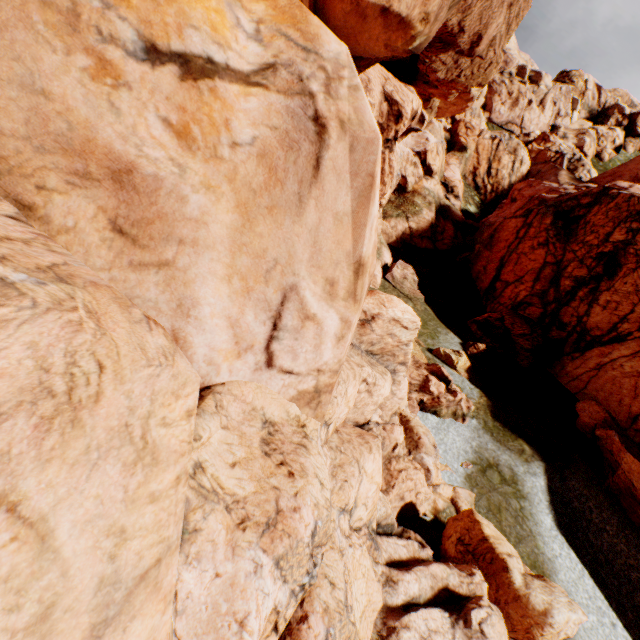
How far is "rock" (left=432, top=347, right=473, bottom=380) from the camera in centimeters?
1967cm

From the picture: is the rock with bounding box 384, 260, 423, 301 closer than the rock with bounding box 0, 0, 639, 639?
No

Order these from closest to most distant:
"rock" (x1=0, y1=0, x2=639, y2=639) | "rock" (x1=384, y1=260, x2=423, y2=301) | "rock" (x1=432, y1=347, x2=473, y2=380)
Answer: "rock" (x1=0, y1=0, x2=639, y2=639)
"rock" (x1=432, y1=347, x2=473, y2=380)
"rock" (x1=384, y1=260, x2=423, y2=301)

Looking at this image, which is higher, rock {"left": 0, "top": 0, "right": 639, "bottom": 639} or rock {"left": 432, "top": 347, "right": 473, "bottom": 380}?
rock {"left": 0, "top": 0, "right": 639, "bottom": 639}

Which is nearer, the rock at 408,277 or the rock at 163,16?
the rock at 163,16

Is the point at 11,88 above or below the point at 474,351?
above

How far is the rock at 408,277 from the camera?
24.30m
